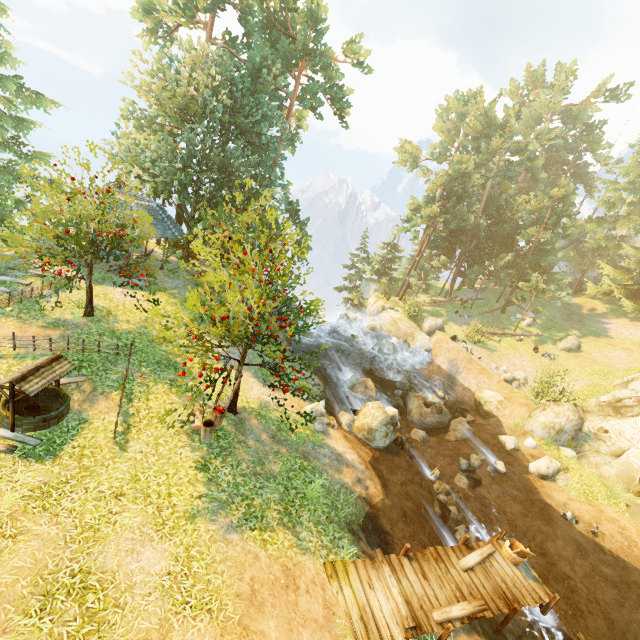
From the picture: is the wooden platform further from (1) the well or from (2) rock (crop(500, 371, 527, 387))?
(2) rock (crop(500, 371, 527, 387))

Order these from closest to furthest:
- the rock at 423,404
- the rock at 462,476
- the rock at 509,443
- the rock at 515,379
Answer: the rock at 462,476, the rock at 509,443, the rock at 423,404, the rock at 515,379

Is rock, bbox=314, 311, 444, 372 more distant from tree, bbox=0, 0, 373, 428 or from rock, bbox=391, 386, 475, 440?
tree, bbox=0, 0, 373, 428

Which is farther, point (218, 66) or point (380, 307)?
point (380, 307)

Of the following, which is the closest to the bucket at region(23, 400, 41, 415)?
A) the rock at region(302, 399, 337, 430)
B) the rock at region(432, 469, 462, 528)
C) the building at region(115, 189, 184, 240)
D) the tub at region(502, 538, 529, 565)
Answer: the rock at region(302, 399, 337, 430)

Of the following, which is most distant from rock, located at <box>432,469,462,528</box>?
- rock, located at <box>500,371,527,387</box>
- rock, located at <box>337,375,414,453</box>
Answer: rock, located at <box>500,371,527,387</box>

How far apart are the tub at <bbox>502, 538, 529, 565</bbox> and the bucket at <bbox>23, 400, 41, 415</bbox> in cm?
1528

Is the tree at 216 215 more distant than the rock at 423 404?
No
